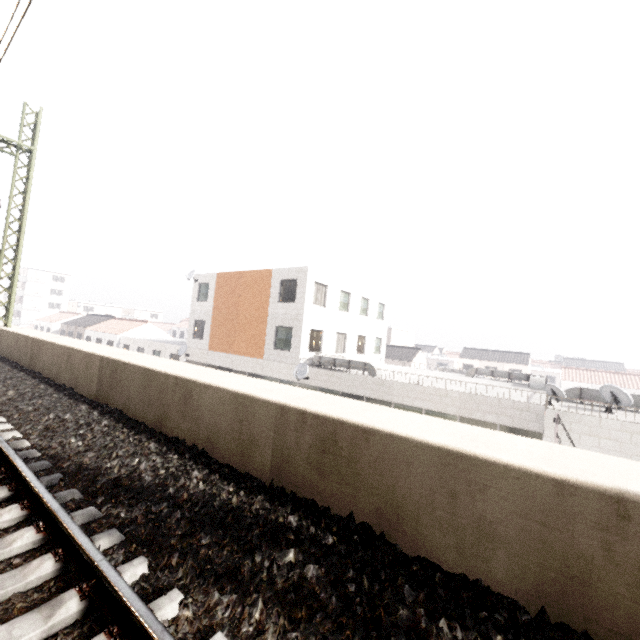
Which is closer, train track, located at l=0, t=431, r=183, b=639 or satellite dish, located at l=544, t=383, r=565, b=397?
train track, located at l=0, t=431, r=183, b=639

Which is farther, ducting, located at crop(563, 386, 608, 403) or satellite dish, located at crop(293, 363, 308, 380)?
satellite dish, located at crop(293, 363, 308, 380)

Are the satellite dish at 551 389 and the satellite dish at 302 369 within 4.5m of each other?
no

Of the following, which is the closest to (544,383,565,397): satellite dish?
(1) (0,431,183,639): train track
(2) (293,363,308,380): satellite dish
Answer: (2) (293,363,308,380): satellite dish

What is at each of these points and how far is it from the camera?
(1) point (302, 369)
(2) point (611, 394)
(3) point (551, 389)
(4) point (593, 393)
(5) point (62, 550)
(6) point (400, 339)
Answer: (1) satellite dish, 18.33m
(2) satellite dish, 11.76m
(3) satellite dish, 11.48m
(4) ducting, 13.25m
(5) train track, 2.52m
(6) building, 45.75m

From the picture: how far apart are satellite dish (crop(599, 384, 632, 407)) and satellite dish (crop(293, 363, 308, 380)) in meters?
12.8 m

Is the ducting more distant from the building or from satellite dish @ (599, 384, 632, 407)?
the building

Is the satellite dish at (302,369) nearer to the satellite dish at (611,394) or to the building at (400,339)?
the satellite dish at (611,394)
